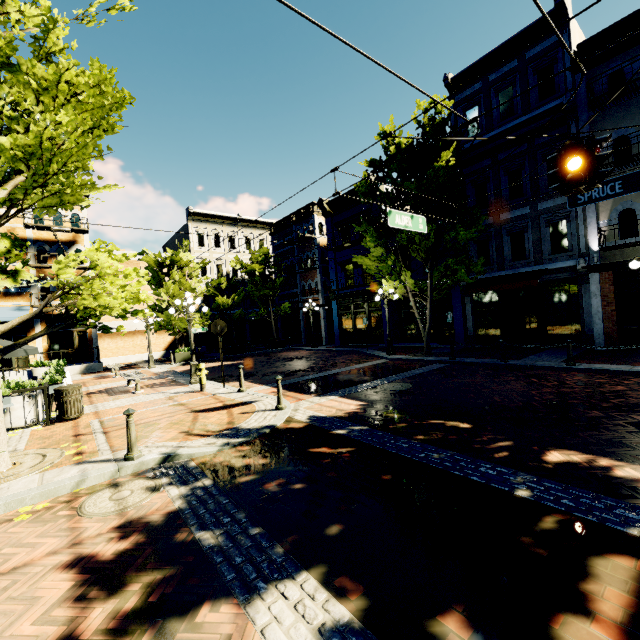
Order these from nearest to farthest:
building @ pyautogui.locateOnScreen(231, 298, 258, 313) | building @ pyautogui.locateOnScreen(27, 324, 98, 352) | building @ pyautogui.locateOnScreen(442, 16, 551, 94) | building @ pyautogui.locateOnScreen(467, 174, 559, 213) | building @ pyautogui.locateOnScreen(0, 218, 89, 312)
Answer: building @ pyautogui.locateOnScreen(442, 16, 551, 94)
building @ pyautogui.locateOnScreen(467, 174, 559, 213)
building @ pyautogui.locateOnScreen(0, 218, 89, 312)
building @ pyautogui.locateOnScreen(27, 324, 98, 352)
building @ pyautogui.locateOnScreen(231, 298, 258, 313)

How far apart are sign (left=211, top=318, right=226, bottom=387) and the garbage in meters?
4.0

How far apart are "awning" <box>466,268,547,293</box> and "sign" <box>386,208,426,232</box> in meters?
6.9

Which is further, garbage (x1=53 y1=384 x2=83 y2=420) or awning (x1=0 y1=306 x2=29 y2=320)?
awning (x1=0 y1=306 x2=29 y2=320)

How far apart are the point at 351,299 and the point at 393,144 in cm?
1100

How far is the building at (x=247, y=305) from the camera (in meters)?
33.16

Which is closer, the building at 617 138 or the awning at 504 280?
the building at 617 138

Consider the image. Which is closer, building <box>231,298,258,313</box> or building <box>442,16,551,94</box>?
building <box>442,16,551,94</box>
